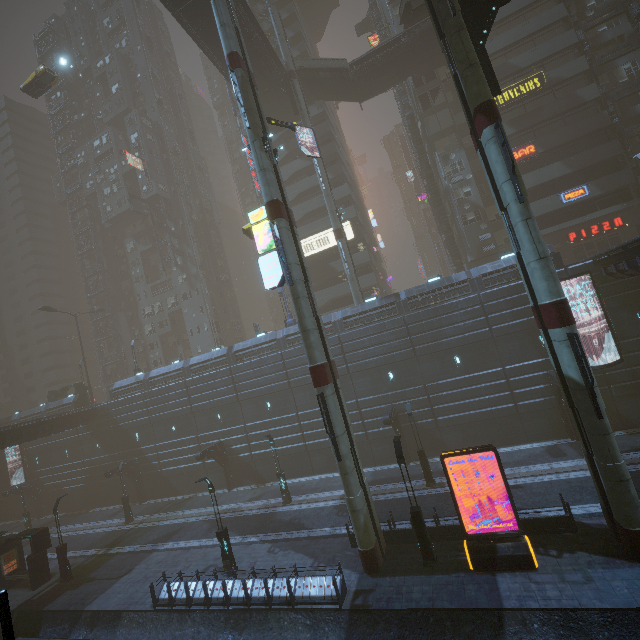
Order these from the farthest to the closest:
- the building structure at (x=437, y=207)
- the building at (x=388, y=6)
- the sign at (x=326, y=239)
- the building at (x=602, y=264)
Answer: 1. the sign at (x=326, y=239)
2. the building at (x=388, y=6)
3. the building structure at (x=437, y=207)
4. the building at (x=602, y=264)

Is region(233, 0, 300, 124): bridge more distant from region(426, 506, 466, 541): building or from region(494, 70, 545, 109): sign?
region(494, 70, 545, 109): sign

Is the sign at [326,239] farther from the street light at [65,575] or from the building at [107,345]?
the street light at [65,575]

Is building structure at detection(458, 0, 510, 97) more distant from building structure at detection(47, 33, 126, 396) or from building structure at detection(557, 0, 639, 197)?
building structure at detection(47, 33, 126, 396)

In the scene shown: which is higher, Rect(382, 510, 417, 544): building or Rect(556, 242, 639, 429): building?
Rect(556, 242, 639, 429): building

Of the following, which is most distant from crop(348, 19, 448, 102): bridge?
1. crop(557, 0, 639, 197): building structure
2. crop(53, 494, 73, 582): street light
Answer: crop(53, 494, 73, 582): street light

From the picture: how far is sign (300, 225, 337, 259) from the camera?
40.9m

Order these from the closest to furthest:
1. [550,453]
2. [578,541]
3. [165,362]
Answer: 1. [578,541]
2. [550,453]
3. [165,362]
